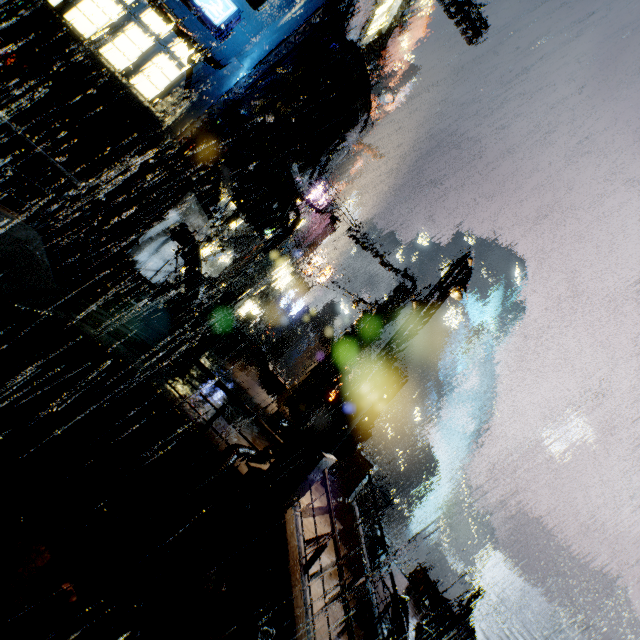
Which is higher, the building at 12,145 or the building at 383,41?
the building at 383,41

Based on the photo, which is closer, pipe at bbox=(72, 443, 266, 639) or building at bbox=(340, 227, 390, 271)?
pipe at bbox=(72, 443, 266, 639)

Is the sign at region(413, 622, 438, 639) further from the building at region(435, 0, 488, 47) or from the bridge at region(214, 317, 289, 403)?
the bridge at region(214, 317, 289, 403)

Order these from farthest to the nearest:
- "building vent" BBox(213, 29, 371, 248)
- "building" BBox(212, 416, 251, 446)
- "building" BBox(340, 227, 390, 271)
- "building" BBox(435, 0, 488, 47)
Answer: "building" BBox(435, 0, 488, 47) < "building" BBox(340, 227, 390, 271) < "building vent" BBox(213, 29, 371, 248) < "building" BBox(212, 416, 251, 446)

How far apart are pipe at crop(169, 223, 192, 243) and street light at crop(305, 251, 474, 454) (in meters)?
11.74

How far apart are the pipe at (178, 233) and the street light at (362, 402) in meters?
11.7

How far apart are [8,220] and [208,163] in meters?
12.8

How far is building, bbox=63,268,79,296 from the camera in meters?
8.9
